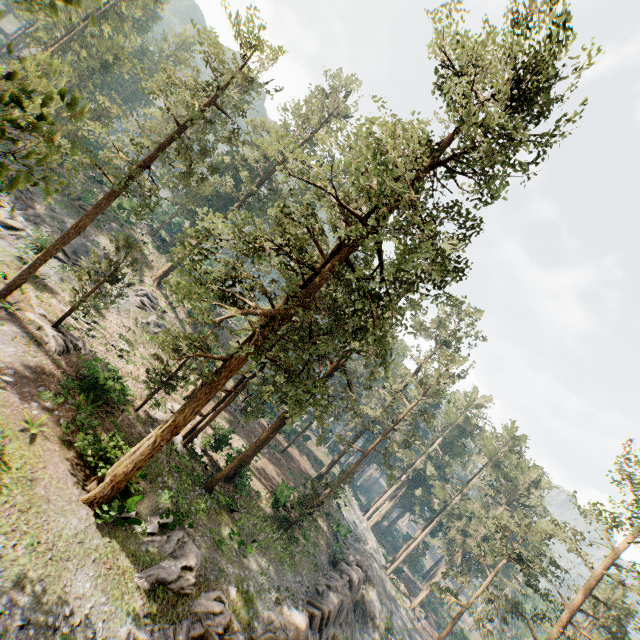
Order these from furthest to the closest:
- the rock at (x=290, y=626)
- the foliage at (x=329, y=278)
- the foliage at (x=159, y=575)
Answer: the rock at (x=290, y=626) → the foliage at (x=159, y=575) → the foliage at (x=329, y=278)

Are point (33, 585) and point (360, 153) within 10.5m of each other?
no

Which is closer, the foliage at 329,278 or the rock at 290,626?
the foliage at 329,278

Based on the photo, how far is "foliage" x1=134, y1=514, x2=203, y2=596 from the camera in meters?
15.2

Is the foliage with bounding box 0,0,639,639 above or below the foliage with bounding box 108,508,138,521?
above

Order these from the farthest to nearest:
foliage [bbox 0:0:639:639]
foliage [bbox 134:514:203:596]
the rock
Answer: the rock < foliage [bbox 134:514:203:596] < foliage [bbox 0:0:639:639]

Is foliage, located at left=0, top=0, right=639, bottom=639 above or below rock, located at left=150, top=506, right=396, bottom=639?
above
